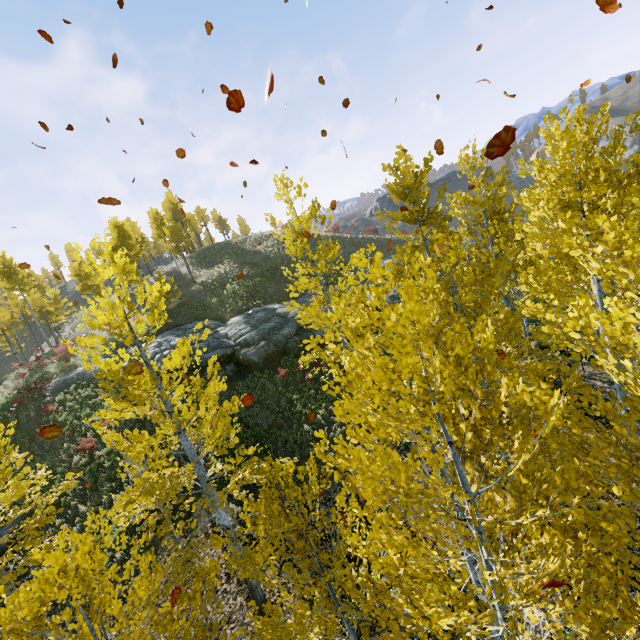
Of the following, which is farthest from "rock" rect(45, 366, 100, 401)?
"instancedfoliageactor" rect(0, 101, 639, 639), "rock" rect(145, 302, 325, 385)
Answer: "instancedfoliageactor" rect(0, 101, 639, 639)

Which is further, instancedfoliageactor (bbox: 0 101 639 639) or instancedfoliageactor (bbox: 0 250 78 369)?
instancedfoliageactor (bbox: 0 250 78 369)

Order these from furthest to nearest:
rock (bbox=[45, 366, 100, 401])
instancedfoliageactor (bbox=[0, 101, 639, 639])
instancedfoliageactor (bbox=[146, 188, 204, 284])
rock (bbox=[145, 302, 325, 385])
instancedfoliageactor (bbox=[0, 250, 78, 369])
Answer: instancedfoliageactor (bbox=[146, 188, 204, 284]) < instancedfoliageactor (bbox=[0, 250, 78, 369]) < rock (bbox=[45, 366, 100, 401]) < rock (bbox=[145, 302, 325, 385]) < instancedfoliageactor (bbox=[0, 101, 639, 639])

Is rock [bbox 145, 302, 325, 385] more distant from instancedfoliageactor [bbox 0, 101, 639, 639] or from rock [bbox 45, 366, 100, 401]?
instancedfoliageactor [bbox 0, 101, 639, 639]

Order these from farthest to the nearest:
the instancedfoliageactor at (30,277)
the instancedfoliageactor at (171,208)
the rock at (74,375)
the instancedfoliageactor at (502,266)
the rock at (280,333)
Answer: the instancedfoliageactor at (171,208) < the instancedfoliageactor at (30,277) < the rock at (74,375) < the rock at (280,333) < the instancedfoliageactor at (502,266)

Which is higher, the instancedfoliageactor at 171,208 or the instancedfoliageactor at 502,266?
the instancedfoliageactor at 171,208

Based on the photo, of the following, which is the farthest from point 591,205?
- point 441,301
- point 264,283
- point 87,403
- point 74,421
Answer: point 264,283
